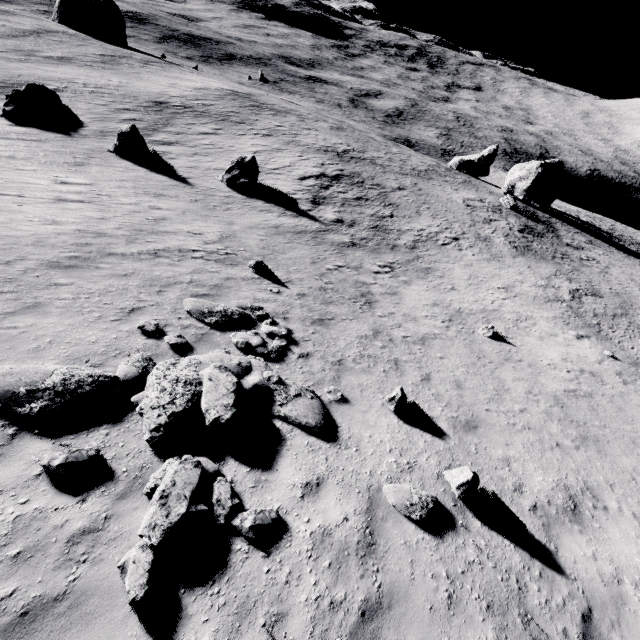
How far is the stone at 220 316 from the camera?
9.6m

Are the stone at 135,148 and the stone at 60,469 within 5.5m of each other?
no

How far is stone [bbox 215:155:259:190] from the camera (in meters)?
23.30

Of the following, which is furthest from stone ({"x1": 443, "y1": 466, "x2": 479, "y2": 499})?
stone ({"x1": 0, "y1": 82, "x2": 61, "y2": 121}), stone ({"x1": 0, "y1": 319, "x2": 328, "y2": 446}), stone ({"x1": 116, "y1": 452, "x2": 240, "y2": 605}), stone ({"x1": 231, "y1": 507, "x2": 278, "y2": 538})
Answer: stone ({"x1": 0, "y1": 82, "x2": 61, "y2": 121})

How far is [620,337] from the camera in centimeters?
1856cm

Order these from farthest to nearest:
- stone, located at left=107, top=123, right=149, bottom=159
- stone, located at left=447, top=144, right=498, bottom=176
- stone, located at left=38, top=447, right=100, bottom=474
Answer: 1. stone, located at left=447, top=144, right=498, bottom=176
2. stone, located at left=107, top=123, right=149, bottom=159
3. stone, located at left=38, top=447, right=100, bottom=474

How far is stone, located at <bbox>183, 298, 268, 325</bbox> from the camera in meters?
9.6 m

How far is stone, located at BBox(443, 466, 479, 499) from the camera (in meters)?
6.50
